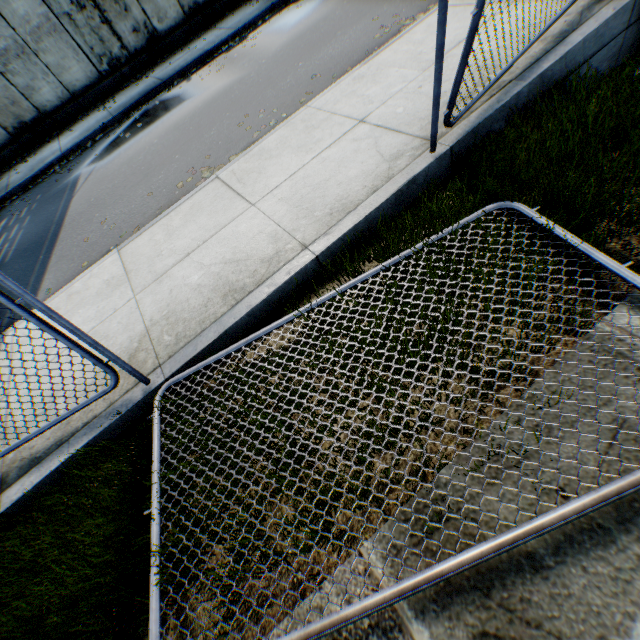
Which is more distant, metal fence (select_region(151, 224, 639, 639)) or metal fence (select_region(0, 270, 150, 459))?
metal fence (select_region(0, 270, 150, 459))

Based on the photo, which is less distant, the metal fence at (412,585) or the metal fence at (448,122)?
the metal fence at (412,585)

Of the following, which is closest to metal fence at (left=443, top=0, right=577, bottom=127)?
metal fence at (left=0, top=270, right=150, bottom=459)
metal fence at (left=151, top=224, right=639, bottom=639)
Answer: metal fence at (left=151, top=224, right=639, bottom=639)

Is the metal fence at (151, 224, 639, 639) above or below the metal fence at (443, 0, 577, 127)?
below

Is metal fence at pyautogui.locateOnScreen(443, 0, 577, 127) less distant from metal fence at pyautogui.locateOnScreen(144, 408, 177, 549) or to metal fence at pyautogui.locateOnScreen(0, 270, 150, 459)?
metal fence at pyautogui.locateOnScreen(144, 408, 177, 549)

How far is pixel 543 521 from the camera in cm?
152

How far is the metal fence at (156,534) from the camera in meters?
2.2
